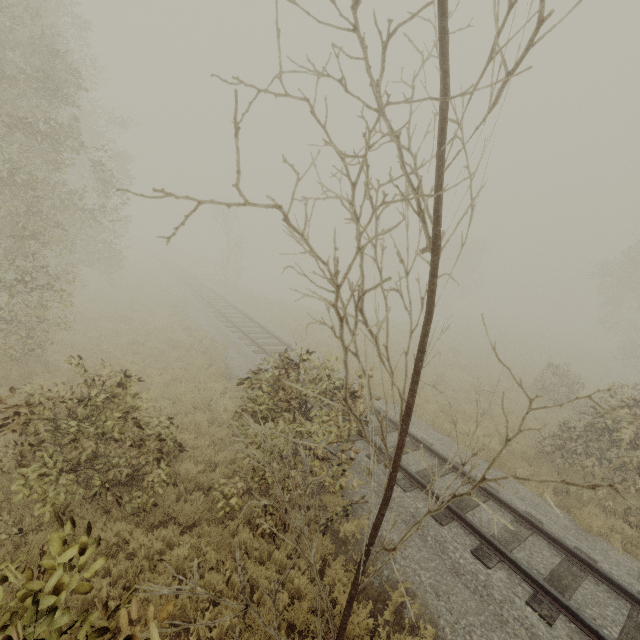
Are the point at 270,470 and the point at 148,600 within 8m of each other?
yes
